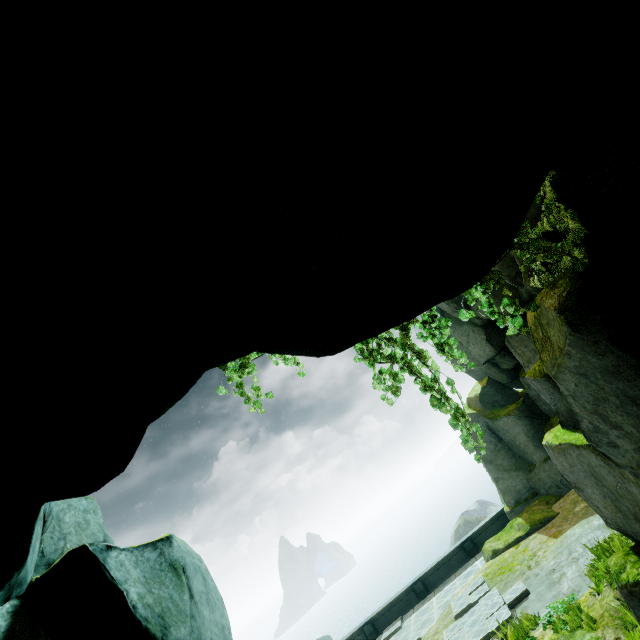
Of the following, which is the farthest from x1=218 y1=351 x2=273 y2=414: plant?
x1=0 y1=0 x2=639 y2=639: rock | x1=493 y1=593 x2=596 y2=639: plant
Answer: x1=493 y1=593 x2=596 y2=639: plant

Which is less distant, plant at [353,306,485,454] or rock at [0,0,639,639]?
rock at [0,0,639,639]

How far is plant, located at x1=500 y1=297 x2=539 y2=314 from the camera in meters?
4.9 m

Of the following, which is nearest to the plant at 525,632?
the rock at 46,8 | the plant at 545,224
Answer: the rock at 46,8

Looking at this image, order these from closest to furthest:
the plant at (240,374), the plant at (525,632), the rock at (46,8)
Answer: the rock at (46,8)
the plant at (240,374)
the plant at (525,632)

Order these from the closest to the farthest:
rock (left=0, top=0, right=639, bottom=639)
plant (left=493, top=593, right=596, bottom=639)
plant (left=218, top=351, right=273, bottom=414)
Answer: rock (left=0, top=0, right=639, bottom=639) < plant (left=218, top=351, right=273, bottom=414) < plant (left=493, top=593, right=596, bottom=639)

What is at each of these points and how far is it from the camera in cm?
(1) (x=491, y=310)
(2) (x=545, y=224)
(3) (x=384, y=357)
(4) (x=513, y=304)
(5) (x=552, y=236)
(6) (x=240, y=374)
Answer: (1) plant, 516
(2) plant, 549
(3) plant, 534
(4) plant, 503
(5) rock, 594
(6) plant, 480
